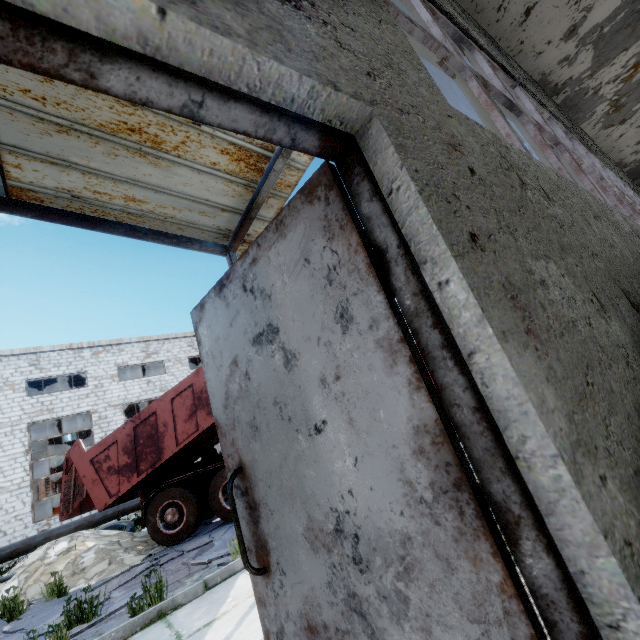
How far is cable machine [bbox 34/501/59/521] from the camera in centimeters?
1848cm

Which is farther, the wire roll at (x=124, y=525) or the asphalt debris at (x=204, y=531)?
the wire roll at (x=124, y=525)

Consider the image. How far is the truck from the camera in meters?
7.8 m

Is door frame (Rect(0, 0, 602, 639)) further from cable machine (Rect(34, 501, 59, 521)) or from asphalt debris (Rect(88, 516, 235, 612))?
cable machine (Rect(34, 501, 59, 521))

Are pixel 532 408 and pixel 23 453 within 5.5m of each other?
no

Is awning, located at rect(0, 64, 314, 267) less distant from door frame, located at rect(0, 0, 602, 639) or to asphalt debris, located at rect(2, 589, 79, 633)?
door frame, located at rect(0, 0, 602, 639)

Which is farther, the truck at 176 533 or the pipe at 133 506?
the pipe at 133 506

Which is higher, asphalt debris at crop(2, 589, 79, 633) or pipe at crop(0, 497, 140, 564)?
pipe at crop(0, 497, 140, 564)
